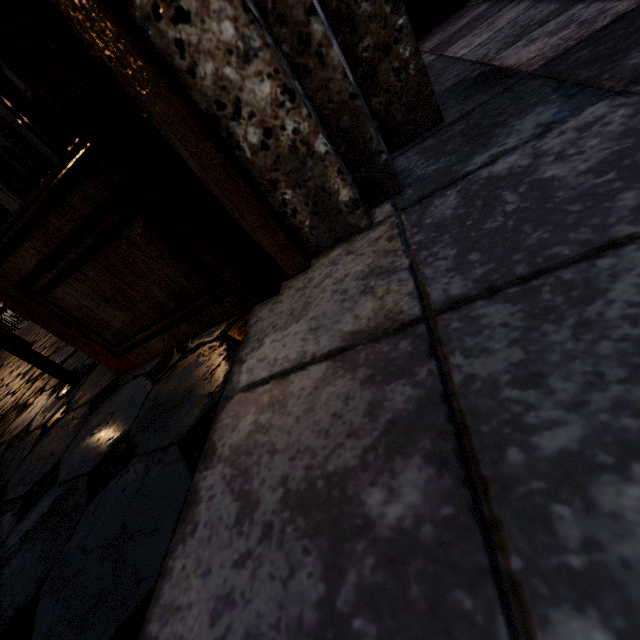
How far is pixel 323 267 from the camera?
0.9m

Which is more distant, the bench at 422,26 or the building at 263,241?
the bench at 422,26

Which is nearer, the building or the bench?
the building
